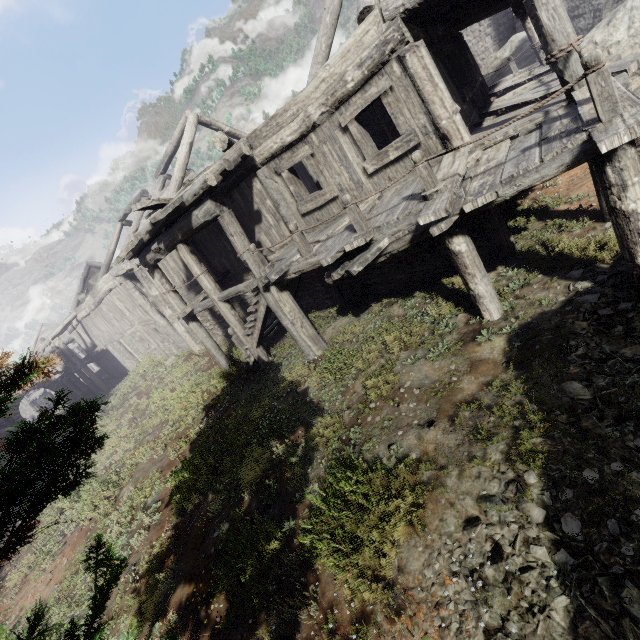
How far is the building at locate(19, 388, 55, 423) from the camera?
35.16m

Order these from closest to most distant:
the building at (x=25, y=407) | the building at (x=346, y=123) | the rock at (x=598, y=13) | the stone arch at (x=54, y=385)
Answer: the building at (x=346, y=123)
the rock at (x=598, y=13)
the stone arch at (x=54, y=385)
the building at (x=25, y=407)

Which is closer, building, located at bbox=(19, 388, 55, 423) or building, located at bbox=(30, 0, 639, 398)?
building, located at bbox=(30, 0, 639, 398)

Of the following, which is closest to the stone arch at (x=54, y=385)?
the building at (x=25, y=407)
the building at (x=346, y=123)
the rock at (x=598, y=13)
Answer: the building at (x=346, y=123)

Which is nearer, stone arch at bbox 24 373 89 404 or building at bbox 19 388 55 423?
stone arch at bbox 24 373 89 404

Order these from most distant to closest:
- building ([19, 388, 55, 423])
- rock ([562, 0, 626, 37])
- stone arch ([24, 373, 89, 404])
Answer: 1. building ([19, 388, 55, 423])
2. stone arch ([24, 373, 89, 404])
3. rock ([562, 0, 626, 37])

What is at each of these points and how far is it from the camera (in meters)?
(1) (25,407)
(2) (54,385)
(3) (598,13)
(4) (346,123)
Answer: (1) building, 39.62
(2) stone arch, 26.64
(3) rock, 11.76
(4) building, 7.34

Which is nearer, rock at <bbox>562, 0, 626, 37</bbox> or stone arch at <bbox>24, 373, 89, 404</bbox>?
rock at <bbox>562, 0, 626, 37</bbox>
